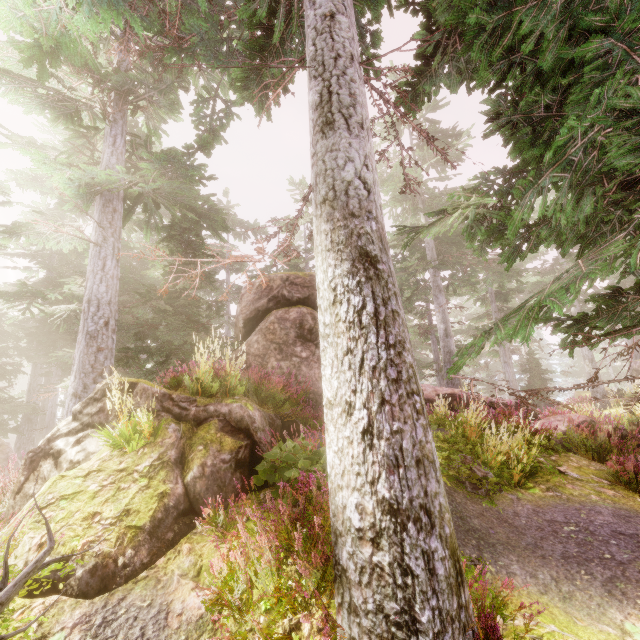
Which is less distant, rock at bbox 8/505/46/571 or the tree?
the tree

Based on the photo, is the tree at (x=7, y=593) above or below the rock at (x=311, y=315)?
below

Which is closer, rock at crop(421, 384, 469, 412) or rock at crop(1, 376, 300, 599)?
rock at crop(1, 376, 300, 599)

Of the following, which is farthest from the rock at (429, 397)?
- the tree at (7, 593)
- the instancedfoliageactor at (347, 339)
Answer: the tree at (7, 593)

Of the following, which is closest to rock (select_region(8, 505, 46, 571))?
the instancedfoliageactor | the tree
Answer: the instancedfoliageactor

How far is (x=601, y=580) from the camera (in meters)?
3.58
